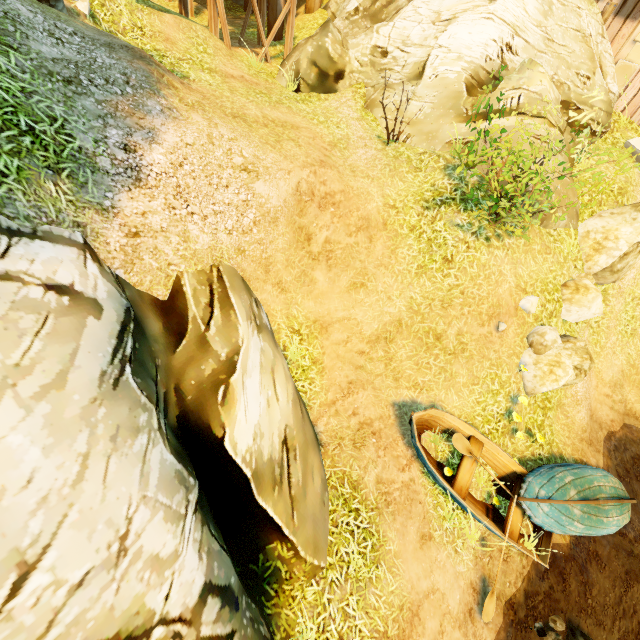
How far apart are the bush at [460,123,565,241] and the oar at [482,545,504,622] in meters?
5.1 m

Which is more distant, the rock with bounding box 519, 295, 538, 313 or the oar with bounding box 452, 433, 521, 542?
the rock with bounding box 519, 295, 538, 313

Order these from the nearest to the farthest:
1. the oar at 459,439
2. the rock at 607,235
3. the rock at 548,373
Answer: the oar at 459,439, the rock at 548,373, the rock at 607,235

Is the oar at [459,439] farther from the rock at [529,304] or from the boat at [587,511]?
the rock at [529,304]

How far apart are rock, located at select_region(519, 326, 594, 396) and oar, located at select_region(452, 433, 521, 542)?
2.09m

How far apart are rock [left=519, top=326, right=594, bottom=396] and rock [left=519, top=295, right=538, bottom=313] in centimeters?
29cm

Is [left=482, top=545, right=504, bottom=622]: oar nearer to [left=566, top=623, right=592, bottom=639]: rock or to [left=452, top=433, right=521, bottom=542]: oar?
[left=452, top=433, right=521, bottom=542]: oar

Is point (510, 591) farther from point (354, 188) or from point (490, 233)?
point (354, 188)
